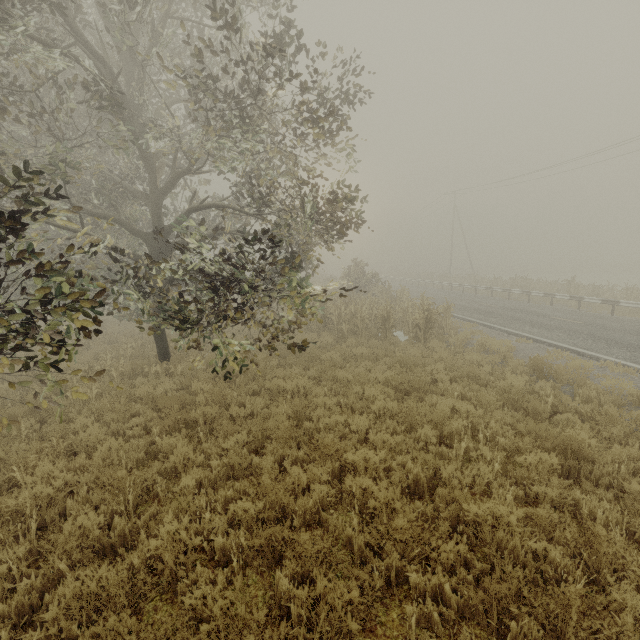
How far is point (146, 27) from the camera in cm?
1070

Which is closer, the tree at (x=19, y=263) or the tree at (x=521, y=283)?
the tree at (x=19, y=263)

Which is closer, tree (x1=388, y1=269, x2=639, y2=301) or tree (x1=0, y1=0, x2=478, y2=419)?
tree (x1=0, y1=0, x2=478, y2=419)
